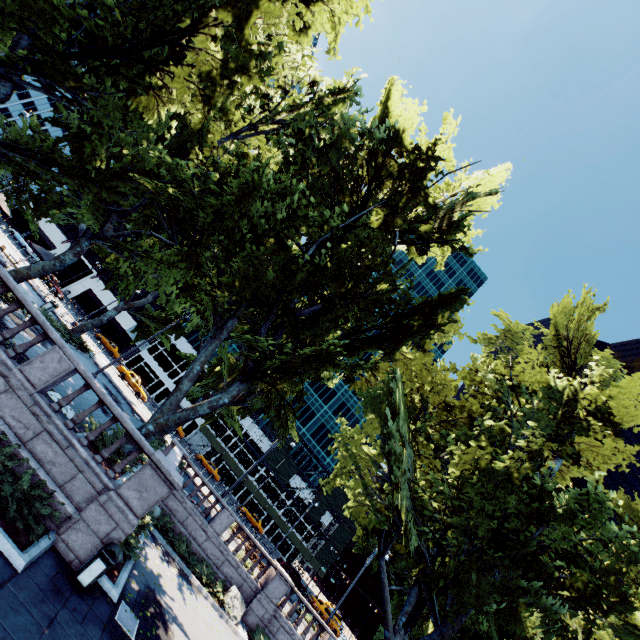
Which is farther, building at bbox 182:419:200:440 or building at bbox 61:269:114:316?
building at bbox 182:419:200:440

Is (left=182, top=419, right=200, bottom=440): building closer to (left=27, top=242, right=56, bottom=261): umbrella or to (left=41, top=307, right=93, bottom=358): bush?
(left=41, top=307, right=93, bottom=358): bush

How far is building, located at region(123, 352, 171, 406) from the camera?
58.6m

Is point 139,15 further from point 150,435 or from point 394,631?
point 394,631

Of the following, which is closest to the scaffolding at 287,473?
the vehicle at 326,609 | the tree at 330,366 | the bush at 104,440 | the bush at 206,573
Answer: the vehicle at 326,609

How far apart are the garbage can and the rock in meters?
10.9

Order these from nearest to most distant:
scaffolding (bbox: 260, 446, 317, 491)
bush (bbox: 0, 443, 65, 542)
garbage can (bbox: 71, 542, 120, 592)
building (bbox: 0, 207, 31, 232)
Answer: bush (bbox: 0, 443, 65, 542)
garbage can (bbox: 71, 542, 120, 592)
building (bbox: 0, 207, 31, 232)
scaffolding (bbox: 260, 446, 317, 491)

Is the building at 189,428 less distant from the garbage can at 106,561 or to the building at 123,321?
A: the building at 123,321
